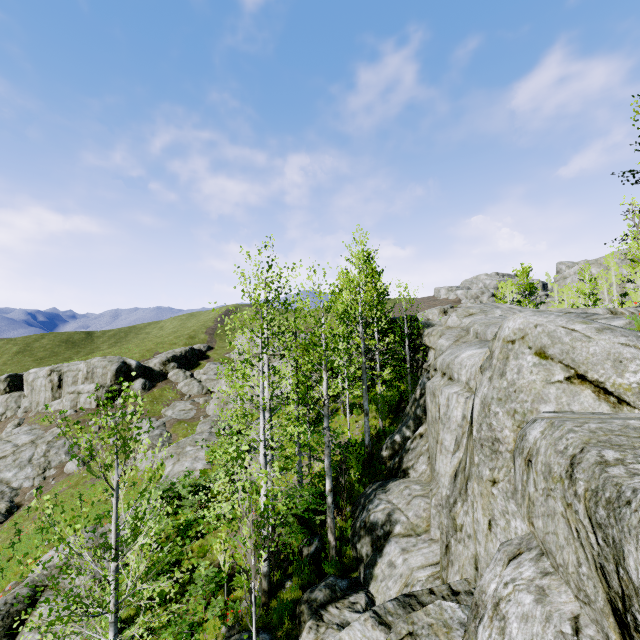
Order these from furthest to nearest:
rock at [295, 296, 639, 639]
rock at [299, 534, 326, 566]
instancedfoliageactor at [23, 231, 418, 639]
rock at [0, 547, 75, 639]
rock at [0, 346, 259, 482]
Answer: rock at [0, 346, 259, 482] → rock at [299, 534, 326, 566] → rock at [0, 547, 75, 639] → instancedfoliageactor at [23, 231, 418, 639] → rock at [295, 296, 639, 639]

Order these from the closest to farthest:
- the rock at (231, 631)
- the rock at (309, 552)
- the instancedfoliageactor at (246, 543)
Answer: the instancedfoliageactor at (246, 543)
the rock at (231, 631)
the rock at (309, 552)

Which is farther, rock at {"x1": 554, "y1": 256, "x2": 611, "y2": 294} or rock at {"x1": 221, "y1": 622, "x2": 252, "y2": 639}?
rock at {"x1": 554, "y1": 256, "x2": 611, "y2": 294}

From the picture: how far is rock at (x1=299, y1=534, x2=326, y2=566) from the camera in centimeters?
1009cm

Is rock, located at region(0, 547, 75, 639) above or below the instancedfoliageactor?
below

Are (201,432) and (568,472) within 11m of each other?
no

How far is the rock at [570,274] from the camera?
52.3m

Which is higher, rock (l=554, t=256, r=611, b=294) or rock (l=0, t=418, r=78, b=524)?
rock (l=554, t=256, r=611, b=294)
